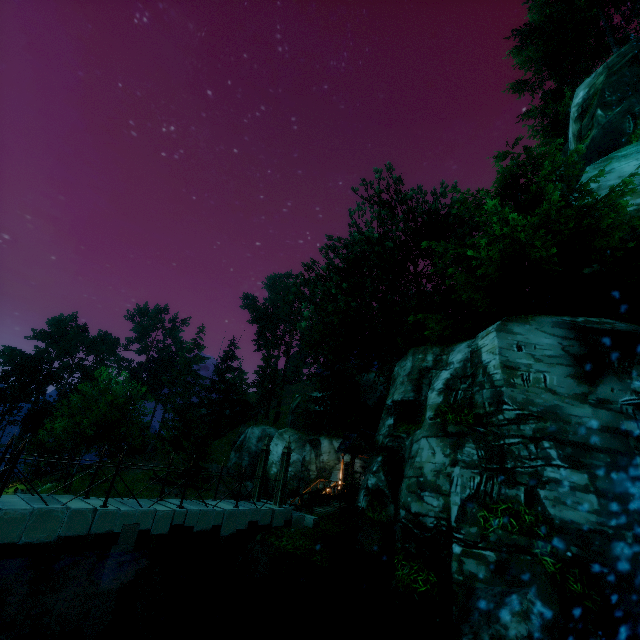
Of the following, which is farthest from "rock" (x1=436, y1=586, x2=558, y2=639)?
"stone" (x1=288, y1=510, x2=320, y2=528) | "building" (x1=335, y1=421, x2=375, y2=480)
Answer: "building" (x1=335, y1=421, x2=375, y2=480)

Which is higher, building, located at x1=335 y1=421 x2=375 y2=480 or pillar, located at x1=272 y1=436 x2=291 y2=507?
building, located at x1=335 y1=421 x2=375 y2=480

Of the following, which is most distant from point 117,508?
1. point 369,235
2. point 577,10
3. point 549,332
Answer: point 577,10

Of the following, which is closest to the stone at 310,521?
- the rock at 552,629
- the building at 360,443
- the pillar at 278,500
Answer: the pillar at 278,500

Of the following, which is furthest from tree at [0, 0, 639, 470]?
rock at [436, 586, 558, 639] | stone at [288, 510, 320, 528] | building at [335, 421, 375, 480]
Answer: rock at [436, 586, 558, 639]

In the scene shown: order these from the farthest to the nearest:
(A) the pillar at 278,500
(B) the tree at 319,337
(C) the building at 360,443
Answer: (C) the building at 360,443 → (A) the pillar at 278,500 → (B) the tree at 319,337

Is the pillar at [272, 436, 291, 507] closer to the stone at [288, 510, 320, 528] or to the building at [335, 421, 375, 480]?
the stone at [288, 510, 320, 528]

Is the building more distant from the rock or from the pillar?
the rock
